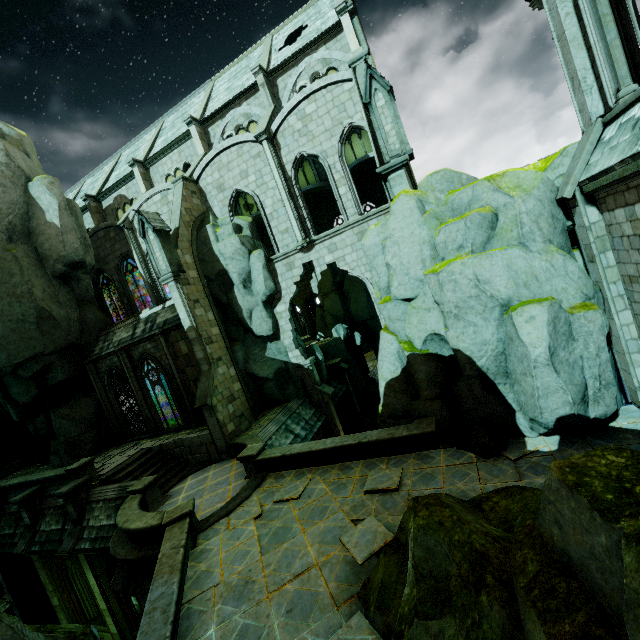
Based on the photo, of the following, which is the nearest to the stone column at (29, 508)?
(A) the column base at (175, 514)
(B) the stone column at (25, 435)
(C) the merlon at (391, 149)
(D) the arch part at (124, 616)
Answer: (D) the arch part at (124, 616)

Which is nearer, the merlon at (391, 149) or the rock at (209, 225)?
the merlon at (391, 149)

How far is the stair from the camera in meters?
15.2 m

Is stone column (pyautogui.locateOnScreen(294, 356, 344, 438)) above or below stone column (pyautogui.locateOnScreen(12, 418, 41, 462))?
below

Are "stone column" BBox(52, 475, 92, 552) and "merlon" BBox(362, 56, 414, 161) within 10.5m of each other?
no

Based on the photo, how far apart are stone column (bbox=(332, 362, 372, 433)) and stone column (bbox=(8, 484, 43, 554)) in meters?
17.8 m

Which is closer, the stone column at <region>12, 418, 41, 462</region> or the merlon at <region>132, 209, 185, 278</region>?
the merlon at <region>132, 209, 185, 278</region>

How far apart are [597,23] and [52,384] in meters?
27.6 m
